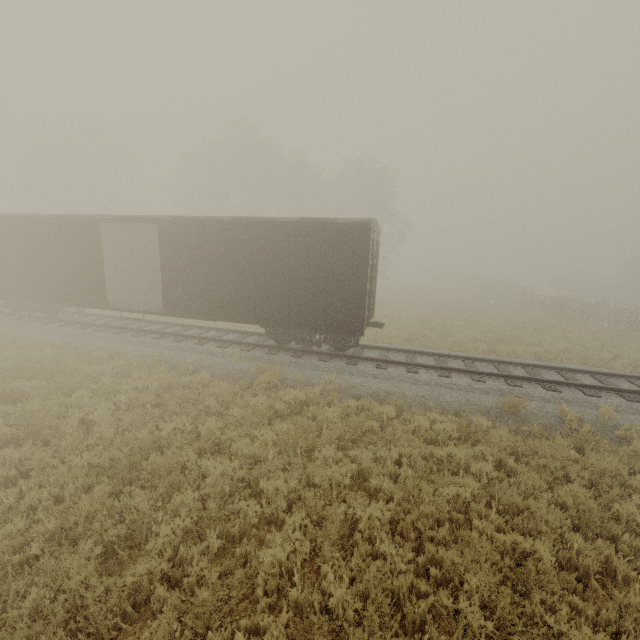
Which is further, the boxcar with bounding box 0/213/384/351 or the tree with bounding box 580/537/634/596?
the boxcar with bounding box 0/213/384/351

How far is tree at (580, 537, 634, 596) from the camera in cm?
454

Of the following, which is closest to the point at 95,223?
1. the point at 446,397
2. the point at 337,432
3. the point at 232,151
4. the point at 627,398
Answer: the point at 337,432

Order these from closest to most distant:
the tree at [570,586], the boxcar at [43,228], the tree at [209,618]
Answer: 1. the tree at [209,618]
2. the tree at [570,586]
3. the boxcar at [43,228]

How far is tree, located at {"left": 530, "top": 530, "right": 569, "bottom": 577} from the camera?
→ 4.4 meters

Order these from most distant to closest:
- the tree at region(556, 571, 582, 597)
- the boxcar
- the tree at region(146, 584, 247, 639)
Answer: the boxcar, the tree at region(556, 571, 582, 597), the tree at region(146, 584, 247, 639)

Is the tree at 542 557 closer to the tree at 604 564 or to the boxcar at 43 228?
the tree at 604 564

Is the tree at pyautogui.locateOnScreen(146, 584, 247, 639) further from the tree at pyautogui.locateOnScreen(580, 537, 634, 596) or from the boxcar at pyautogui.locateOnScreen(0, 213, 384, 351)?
the boxcar at pyautogui.locateOnScreen(0, 213, 384, 351)
